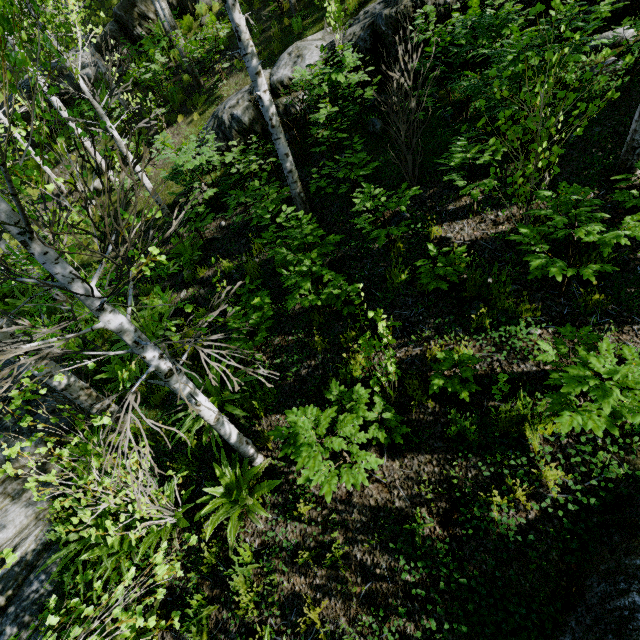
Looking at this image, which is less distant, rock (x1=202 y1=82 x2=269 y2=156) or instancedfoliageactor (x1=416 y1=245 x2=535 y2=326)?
instancedfoliageactor (x1=416 y1=245 x2=535 y2=326)

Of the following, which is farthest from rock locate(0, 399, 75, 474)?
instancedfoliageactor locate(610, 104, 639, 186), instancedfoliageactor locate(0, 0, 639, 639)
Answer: instancedfoliageactor locate(610, 104, 639, 186)

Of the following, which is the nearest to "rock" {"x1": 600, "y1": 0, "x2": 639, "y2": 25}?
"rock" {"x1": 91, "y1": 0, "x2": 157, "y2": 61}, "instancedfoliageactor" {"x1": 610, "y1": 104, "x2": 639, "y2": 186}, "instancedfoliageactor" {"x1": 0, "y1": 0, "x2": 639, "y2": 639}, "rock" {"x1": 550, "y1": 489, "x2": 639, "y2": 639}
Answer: "instancedfoliageactor" {"x1": 0, "y1": 0, "x2": 639, "y2": 639}

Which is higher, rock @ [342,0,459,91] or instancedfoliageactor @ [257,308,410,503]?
rock @ [342,0,459,91]

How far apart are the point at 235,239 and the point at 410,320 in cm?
476

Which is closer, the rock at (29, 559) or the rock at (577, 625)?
the rock at (577, 625)

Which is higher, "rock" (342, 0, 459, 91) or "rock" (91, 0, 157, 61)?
"rock" (91, 0, 157, 61)

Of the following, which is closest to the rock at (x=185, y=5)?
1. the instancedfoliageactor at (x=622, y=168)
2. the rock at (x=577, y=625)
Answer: the instancedfoliageactor at (x=622, y=168)
